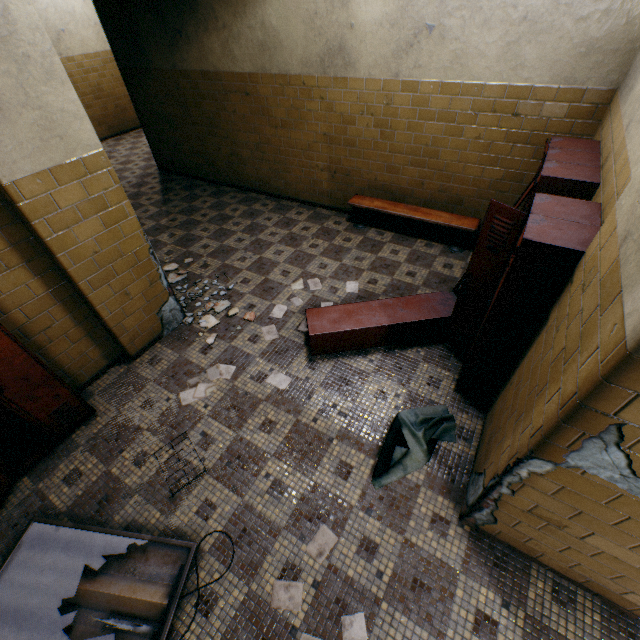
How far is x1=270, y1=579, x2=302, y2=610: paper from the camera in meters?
2.1 m

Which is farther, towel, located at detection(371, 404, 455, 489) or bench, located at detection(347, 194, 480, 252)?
bench, located at detection(347, 194, 480, 252)

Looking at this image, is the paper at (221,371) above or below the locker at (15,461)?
below

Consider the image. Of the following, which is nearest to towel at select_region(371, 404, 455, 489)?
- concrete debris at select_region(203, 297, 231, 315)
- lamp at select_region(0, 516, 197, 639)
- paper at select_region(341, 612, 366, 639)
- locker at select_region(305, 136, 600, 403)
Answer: locker at select_region(305, 136, 600, 403)

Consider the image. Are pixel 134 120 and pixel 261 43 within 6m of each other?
no

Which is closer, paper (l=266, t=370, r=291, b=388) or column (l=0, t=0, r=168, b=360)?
column (l=0, t=0, r=168, b=360)

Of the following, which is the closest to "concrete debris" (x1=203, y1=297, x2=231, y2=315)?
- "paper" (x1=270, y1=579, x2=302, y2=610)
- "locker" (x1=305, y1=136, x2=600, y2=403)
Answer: "locker" (x1=305, y1=136, x2=600, y2=403)

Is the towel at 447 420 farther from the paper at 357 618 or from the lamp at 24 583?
the lamp at 24 583
